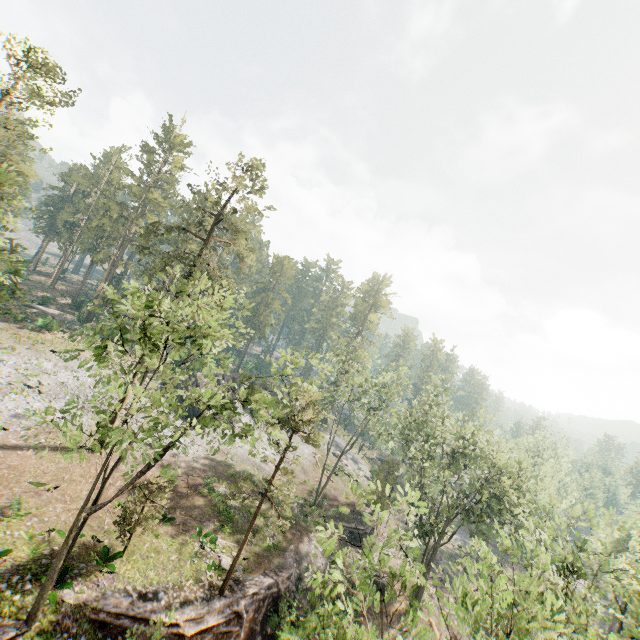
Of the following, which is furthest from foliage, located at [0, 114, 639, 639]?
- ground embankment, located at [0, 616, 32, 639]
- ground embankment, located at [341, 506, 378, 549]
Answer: ground embankment, located at [0, 616, 32, 639]

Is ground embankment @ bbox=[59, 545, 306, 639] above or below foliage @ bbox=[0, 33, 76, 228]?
below

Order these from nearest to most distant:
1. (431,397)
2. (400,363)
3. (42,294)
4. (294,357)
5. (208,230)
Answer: (294,357), (208,230), (431,397), (400,363), (42,294)

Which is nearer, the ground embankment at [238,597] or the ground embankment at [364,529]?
the ground embankment at [238,597]

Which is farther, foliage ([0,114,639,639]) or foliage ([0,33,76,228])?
foliage ([0,33,76,228])

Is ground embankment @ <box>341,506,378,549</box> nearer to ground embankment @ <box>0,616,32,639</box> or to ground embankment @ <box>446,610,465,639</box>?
ground embankment @ <box>446,610,465,639</box>

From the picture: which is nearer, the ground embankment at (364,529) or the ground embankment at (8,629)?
the ground embankment at (8,629)

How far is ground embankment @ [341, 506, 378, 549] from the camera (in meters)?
37.08
